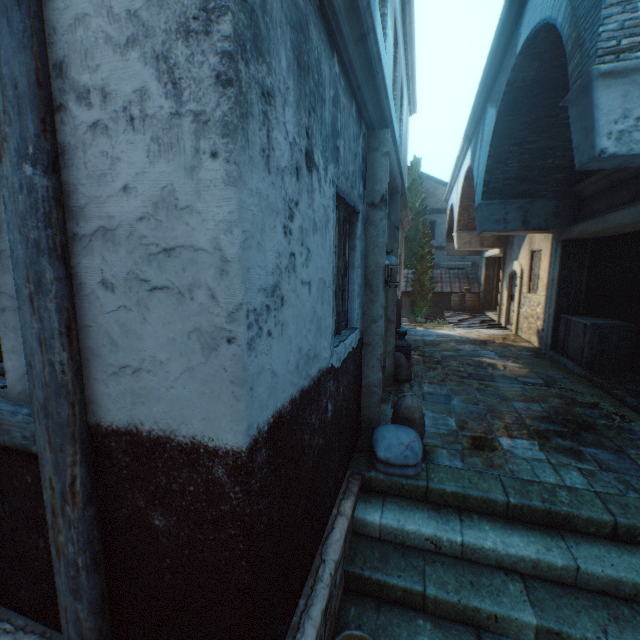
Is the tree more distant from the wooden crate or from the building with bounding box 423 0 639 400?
the wooden crate

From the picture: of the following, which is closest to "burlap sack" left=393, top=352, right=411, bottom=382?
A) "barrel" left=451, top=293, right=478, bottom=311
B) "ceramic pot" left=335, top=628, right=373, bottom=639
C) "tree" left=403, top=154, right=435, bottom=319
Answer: "ceramic pot" left=335, top=628, right=373, bottom=639

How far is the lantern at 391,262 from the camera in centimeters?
385cm

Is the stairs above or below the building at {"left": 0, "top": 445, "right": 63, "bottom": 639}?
below

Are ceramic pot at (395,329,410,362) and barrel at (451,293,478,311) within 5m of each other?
no

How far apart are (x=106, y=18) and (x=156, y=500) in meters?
2.1

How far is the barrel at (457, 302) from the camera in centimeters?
1738cm

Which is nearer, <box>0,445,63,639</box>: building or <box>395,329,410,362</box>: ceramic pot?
<box>0,445,63,639</box>: building
